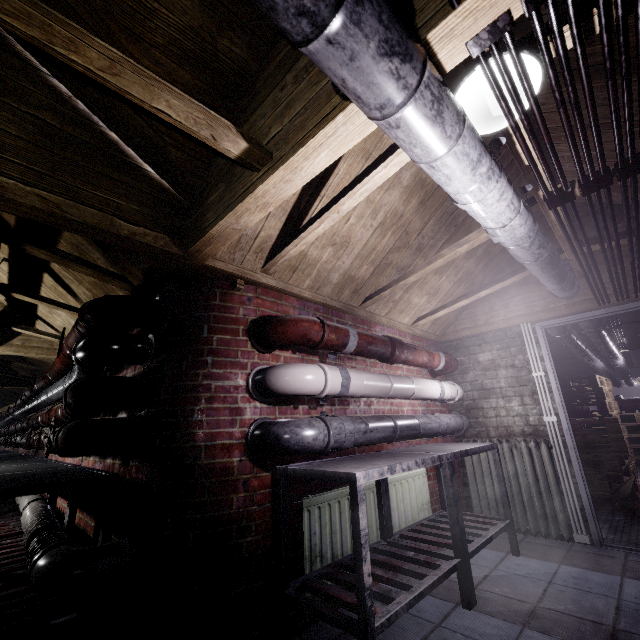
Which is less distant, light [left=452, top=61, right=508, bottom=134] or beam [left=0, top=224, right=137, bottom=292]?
light [left=452, top=61, right=508, bottom=134]

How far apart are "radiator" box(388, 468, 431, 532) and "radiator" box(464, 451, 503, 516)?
0.7 meters

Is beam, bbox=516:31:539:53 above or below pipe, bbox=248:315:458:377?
above

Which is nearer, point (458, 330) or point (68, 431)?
point (68, 431)

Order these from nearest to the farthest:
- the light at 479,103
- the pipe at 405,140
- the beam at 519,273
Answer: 1. the pipe at 405,140
2. the light at 479,103
3. the beam at 519,273

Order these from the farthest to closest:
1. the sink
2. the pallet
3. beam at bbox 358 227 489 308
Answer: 1. the sink
2. the pallet
3. beam at bbox 358 227 489 308

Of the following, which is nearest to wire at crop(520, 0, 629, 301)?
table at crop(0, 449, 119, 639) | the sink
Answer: table at crop(0, 449, 119, 639)

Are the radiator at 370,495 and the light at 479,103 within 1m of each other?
no
